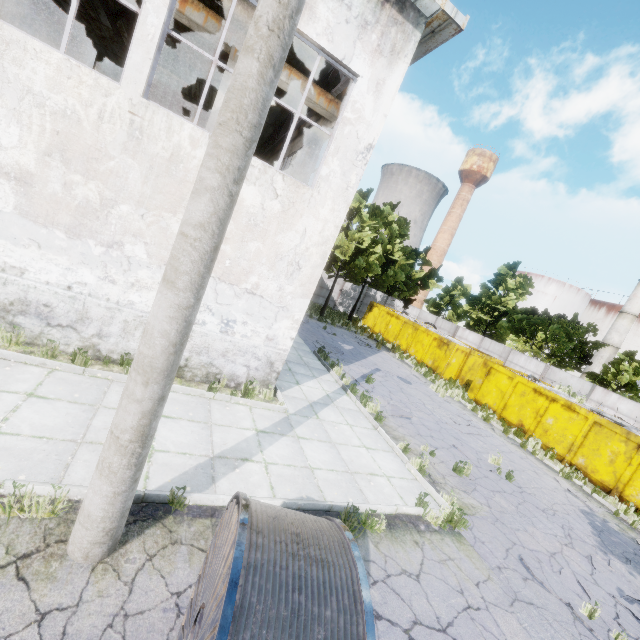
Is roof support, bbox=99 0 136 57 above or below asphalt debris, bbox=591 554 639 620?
above

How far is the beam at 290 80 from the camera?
9.15m

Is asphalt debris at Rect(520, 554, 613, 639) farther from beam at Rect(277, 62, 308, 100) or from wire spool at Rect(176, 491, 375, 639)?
→ beam at Rect(277, 62, 308, 100)

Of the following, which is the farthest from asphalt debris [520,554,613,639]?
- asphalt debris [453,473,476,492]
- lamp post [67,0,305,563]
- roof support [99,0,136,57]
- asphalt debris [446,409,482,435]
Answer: roof support [99,0,136,57]

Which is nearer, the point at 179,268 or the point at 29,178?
the point at 179,268

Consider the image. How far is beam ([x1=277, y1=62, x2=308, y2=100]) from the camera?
9.1m
